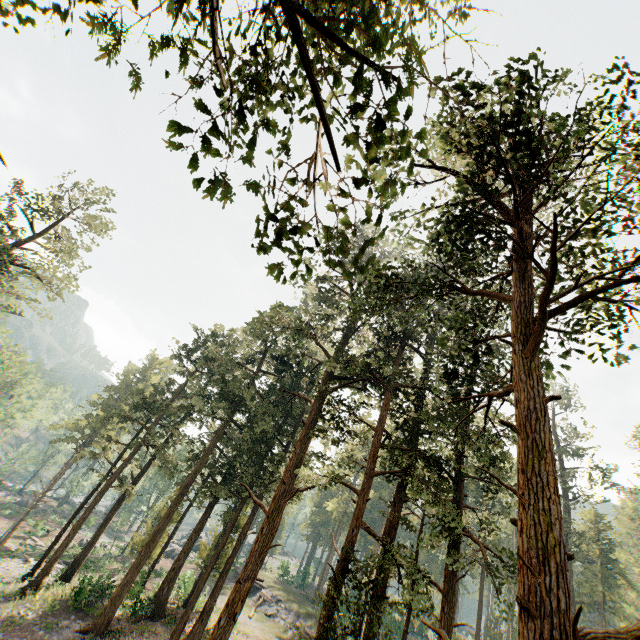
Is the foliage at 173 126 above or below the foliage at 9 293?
below

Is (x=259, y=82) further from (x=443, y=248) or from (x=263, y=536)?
(x=263, y=536)

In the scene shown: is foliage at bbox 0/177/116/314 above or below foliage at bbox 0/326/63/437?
above

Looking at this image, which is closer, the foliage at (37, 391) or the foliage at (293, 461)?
the foliage at (293, 461)

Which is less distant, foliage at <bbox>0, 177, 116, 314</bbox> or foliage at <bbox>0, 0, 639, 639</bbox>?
foliage at <bbox>0, 0, 639, 639</bbox>
